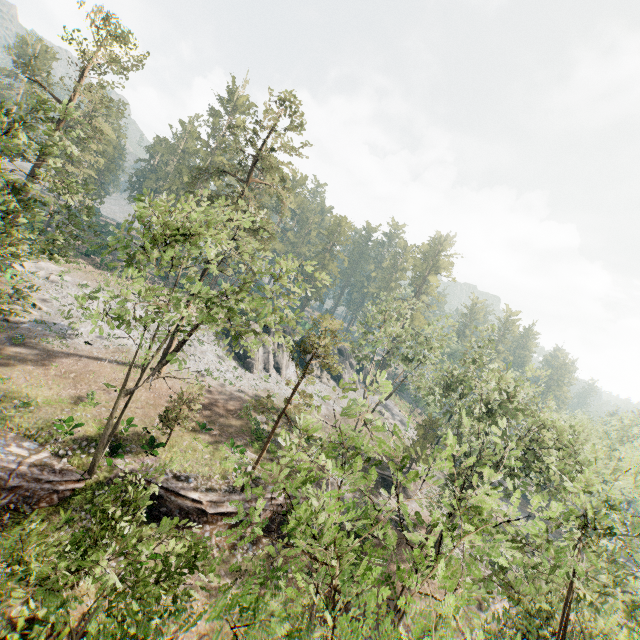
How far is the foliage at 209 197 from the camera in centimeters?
1501cm

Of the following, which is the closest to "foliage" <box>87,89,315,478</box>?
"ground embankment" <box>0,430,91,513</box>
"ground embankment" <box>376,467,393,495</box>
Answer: "ground embankment" <box>376,467,393,495</box>

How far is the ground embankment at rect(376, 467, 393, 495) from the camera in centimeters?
3756cm

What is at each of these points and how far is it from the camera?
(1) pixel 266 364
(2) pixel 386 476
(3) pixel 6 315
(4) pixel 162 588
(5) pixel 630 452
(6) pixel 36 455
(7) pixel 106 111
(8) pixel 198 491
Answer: (1) rock, 46.50m
(2) ground embankment, 37.84m
(3) foliage, 23.25m
(4) foliage, 8.67m
(5) foliage, 39.28m
(6) ground embankment, 19.67m
(7) foliage, 35.12m
(8) ground embankment, 21.66m

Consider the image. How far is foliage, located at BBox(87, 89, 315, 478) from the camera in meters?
15.0

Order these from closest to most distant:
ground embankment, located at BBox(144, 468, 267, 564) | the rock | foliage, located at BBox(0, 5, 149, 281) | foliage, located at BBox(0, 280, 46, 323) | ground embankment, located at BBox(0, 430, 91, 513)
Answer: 1. ground embankment, located at BBox(0, 430, 91, 513)
2. foliage, located at BBox(0, 5, 149, 281)
3. ground embankment, located at BBox(144, 468, 267, 564)
4. foliage, located at BBox(0, 280, 46, 323)
5. the rock

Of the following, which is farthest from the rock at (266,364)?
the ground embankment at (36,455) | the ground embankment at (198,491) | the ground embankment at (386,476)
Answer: the ground embankment at (36,455)

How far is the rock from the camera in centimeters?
4468cm
